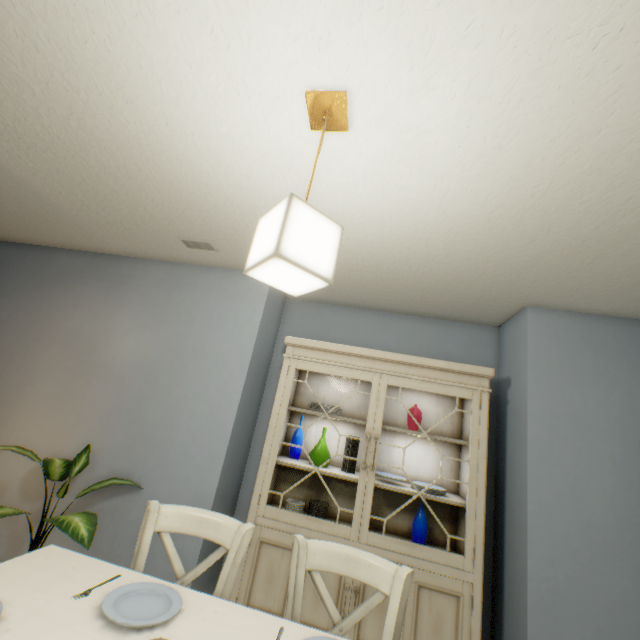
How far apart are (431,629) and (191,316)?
2.59m

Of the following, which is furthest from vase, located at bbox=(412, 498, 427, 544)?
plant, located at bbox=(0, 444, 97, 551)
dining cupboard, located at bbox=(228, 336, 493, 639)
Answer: plant, located at bbox=(0, 444, 97, 551)

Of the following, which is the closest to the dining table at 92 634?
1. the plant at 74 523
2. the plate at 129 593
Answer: the plate at 129 593

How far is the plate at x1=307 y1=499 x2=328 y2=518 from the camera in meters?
2.2

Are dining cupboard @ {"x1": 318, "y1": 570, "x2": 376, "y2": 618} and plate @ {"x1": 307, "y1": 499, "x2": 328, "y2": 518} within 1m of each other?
yes

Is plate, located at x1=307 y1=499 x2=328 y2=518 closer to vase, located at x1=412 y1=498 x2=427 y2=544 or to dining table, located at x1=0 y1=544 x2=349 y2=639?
vase, located at x1=412 y1=498 x2=427 y2=544

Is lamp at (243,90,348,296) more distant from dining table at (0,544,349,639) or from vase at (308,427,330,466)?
vase at (308,427,330,466)

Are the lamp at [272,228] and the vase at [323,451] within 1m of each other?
no
